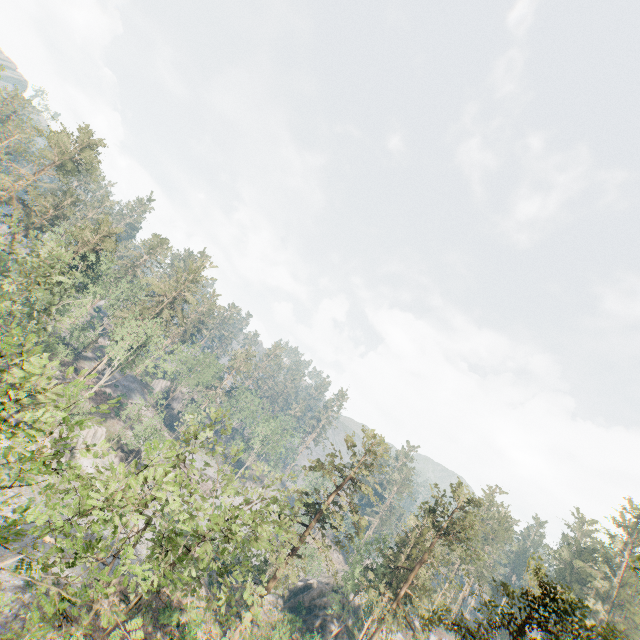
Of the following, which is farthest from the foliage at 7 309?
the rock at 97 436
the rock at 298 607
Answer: the rock at 298 607

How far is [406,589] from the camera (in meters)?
34.50

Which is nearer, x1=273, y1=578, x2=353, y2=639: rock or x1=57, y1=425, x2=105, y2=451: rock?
x1=57, y1=425, x2=105, y2=451: rock

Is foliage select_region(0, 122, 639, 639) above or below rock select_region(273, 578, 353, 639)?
above

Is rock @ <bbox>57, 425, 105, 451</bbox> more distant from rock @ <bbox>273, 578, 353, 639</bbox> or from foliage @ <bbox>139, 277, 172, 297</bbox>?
rock @ <bbox>273, 578, 353, 639</bbox>

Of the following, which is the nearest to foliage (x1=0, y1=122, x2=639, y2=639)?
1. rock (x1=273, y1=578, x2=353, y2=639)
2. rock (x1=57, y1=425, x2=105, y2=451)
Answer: rock (x1=57, y1=425, x2=105, y2=451)

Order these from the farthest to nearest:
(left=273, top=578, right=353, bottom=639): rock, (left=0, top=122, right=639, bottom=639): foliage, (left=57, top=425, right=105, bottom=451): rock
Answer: (left=273, top=578, right=353, bottom=639): rock, (left=57, top=425, right=105, bottom=451): rock, (left=0, top=122, right=639, bottom=639): foliage

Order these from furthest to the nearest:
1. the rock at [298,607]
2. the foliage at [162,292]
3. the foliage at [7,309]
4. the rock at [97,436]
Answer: the foliage at [162,292] → the rock at [298,607] → the rock at [97,436] → the foliage at [7,309]
